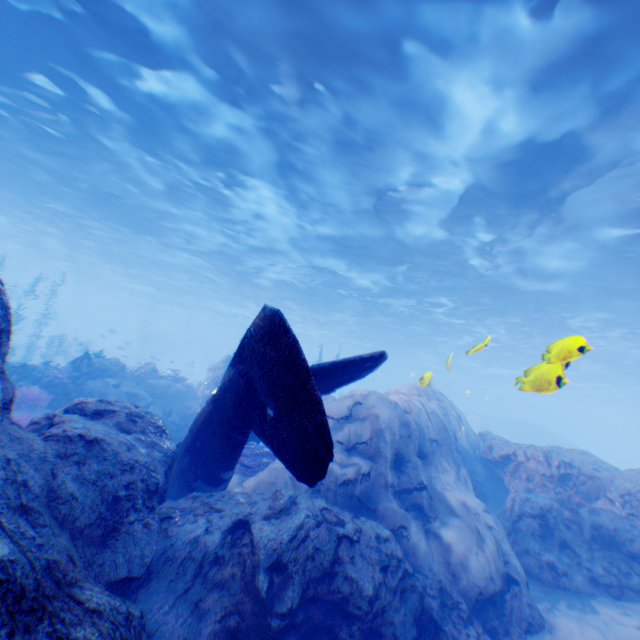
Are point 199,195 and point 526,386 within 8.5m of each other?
no

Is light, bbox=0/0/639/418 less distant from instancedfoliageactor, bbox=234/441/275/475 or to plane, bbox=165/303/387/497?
plane, bbox=165/303/387/497

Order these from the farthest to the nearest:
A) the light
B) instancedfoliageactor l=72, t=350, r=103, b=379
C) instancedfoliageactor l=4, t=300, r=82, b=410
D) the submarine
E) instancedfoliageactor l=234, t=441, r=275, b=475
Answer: the submarine → instancedfoliageactor l=72, t=350, r=103, b=379 → instancedfoliageactor l=4, t=300, r=82, b=410 → instancedfoliageactor l=234, t=441, r=275, b=475 → the light

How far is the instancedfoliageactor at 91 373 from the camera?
14.2 meters

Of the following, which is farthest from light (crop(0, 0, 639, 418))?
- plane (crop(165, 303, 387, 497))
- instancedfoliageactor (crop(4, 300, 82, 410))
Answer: instancedfoliageactor (crop(4, 300, 82, 410))

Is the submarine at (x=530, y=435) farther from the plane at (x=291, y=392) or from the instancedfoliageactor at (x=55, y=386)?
the plane at (x=291, y=392)

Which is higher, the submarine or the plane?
the submarine

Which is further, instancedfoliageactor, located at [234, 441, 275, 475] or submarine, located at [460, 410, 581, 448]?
submarine, located at [460, 410, 581, 448]
